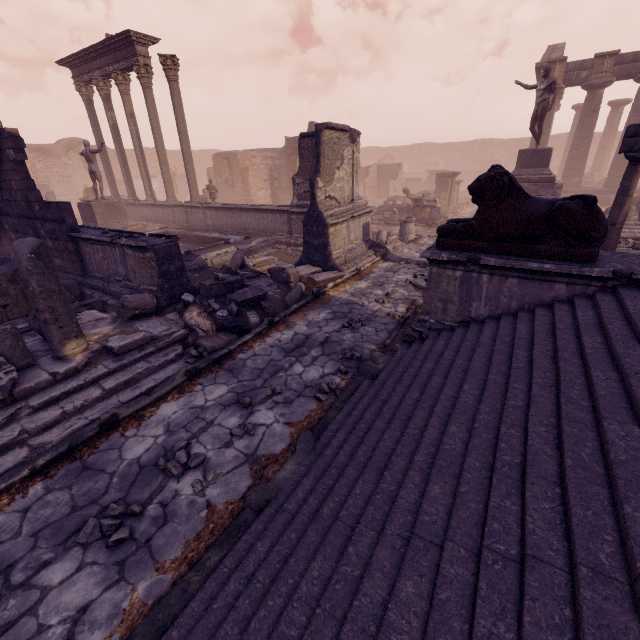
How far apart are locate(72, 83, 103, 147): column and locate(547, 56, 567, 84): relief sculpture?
24.6 meters

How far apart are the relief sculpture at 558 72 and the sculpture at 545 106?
7.8 meters

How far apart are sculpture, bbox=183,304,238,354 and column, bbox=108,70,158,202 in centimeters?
1358cm

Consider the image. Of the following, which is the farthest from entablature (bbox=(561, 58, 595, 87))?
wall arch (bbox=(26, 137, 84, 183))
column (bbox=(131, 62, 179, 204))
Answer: wall arch (bbox=(26, 137, 84, 183))

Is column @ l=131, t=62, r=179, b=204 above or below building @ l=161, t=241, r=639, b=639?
above

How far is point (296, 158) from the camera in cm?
Result: 2020

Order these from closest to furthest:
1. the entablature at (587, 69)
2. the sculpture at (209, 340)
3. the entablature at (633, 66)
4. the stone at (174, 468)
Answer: the stone at (174, 468) → the sculpture at (209, 340) → the entablature at (633, 66) → the entablature at (587, 69)

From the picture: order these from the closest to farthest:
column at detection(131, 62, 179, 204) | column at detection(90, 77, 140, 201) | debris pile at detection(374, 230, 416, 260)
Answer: debris pile at detection(374, 230, 416, 260)
column at detection(131, 62, 179, 204)
column at detection(90, 77, 140, 201)
